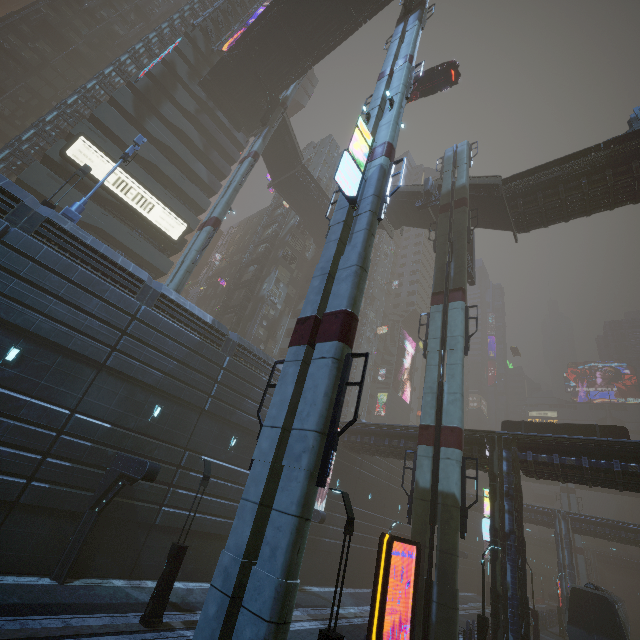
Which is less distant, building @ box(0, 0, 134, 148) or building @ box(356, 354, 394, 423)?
building @ box(0, 0, 134, 148)

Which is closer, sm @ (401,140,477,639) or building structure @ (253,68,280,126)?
sm @ (401,140,477,639)

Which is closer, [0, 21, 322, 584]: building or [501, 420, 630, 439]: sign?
[0, 21, 322, 584]: building

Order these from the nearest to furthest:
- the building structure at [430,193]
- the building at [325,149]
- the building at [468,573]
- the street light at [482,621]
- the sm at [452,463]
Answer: the sm at [452,463] → the street light at [482,621] → the building structure at [430,193] → the building at [468,573] → the building at [325,149]

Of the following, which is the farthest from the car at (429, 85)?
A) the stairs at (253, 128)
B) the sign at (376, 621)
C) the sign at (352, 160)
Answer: the sign at (376, 621)

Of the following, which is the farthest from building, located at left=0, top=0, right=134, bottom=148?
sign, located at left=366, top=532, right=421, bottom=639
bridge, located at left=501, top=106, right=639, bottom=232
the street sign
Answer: sign, located at left=366, top=532, right=421, bottom=639

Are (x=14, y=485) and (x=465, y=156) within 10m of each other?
no

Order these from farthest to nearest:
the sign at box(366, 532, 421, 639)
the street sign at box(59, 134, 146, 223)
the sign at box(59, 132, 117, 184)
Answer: the sign at box(59, 132, 117, 184) → the street sign at box(59, 134, 146, 223) → the sign at box(366, 532, 421, 639)
